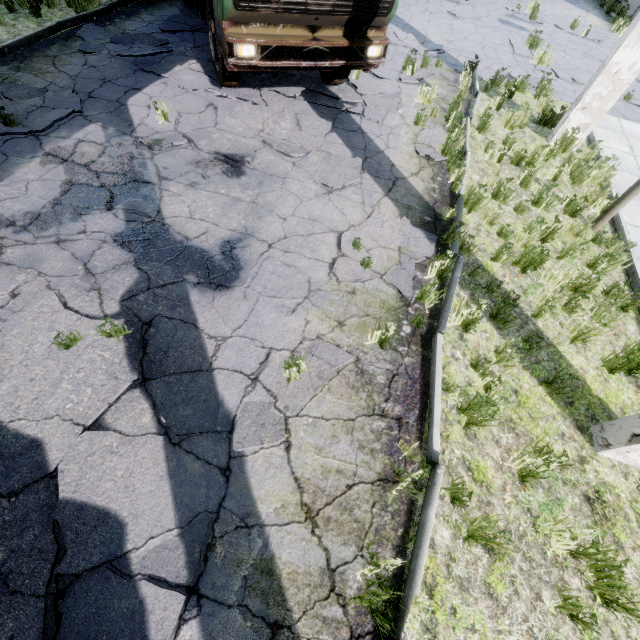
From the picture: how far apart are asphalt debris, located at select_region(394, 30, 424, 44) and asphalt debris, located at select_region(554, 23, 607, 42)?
7.3 meters

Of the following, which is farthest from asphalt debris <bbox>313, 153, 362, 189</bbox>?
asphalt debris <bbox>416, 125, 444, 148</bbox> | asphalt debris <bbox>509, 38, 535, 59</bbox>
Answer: asphalt debris <bbox>509, 38, 535, 59</bbox>

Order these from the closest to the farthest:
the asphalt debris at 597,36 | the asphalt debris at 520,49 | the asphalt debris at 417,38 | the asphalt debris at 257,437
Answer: the asphalt debris at 257,437 < the asphalt debris at 417,38 < the asphalt debris at 520,49 < the asphalt debris at 597,36

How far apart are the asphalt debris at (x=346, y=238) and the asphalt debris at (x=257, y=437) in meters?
1.0 m

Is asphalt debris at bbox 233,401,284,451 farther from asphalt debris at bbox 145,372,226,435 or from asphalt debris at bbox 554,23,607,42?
asphalt debris at bbox 554,23,607,42

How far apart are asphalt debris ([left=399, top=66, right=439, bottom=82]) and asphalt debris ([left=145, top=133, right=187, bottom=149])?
4.7 meters

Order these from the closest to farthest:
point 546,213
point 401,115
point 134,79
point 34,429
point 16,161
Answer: point 34,429, point 16,161, point 546,213, point 134,79, point 401,115

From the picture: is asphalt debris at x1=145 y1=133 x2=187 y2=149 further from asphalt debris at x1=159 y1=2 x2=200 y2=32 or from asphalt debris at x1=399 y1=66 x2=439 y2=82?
asphalt debris at x1=399 y1=66 x2=439 y2=82
